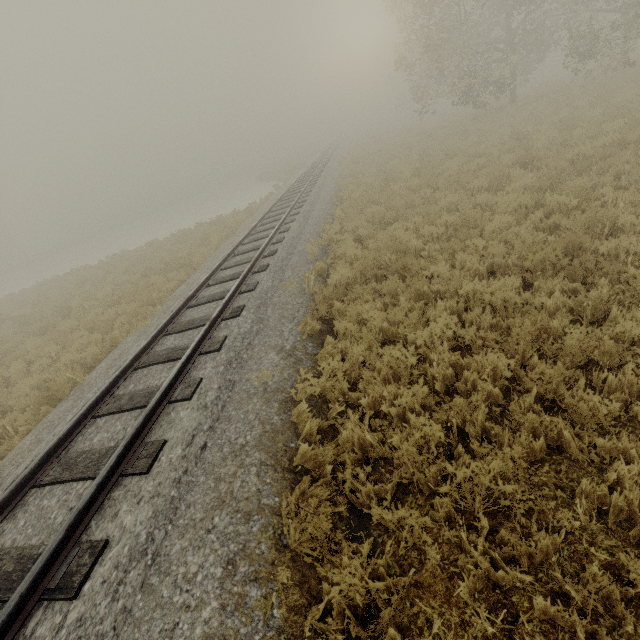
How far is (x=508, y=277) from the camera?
5.4m
